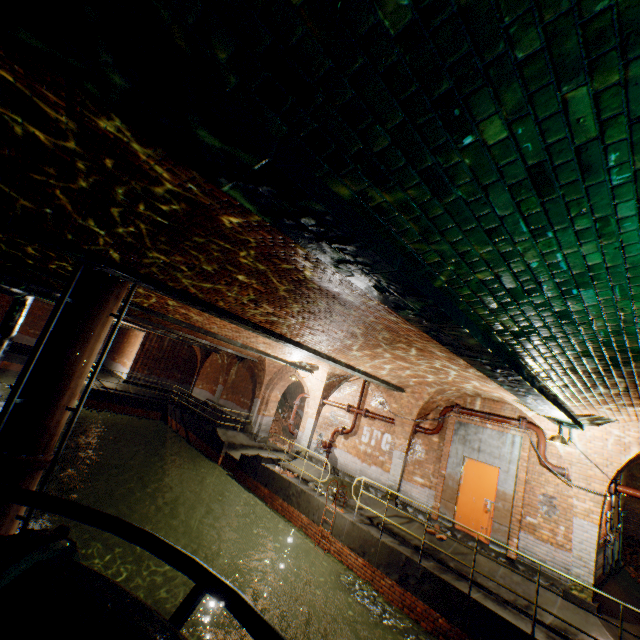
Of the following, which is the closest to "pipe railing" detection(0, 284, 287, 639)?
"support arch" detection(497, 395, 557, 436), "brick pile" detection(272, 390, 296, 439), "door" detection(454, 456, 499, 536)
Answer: "support arch" detection(497, 395, 557, 436)

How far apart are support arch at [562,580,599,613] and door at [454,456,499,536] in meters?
1.7

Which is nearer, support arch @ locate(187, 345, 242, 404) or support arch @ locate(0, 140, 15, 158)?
support arch @ locate(0, 140, 15, 158)

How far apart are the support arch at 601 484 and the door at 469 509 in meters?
1.7 m

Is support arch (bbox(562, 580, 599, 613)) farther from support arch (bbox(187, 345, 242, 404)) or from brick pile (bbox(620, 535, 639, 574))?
support arch (bbox(187, 345, 242, 404))

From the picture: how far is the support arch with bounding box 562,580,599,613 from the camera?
7.3 meters

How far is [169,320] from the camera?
10.9 meters

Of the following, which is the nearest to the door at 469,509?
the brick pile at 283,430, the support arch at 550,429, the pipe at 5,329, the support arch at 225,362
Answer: the support arch at 550,429
